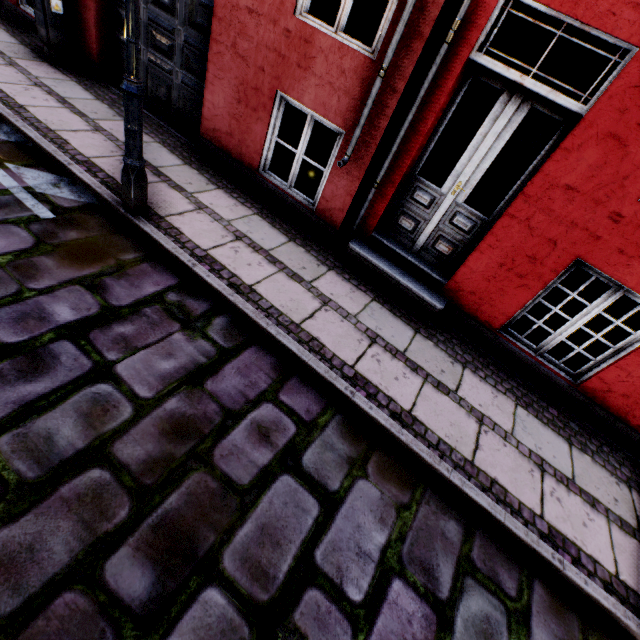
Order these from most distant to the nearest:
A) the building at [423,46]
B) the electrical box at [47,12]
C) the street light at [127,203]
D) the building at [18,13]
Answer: the building at [18,13] < the electrical box at [47,12] < the building at [423,46] < the street light at [127,203]

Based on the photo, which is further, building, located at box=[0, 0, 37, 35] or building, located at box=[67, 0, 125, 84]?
building, located at box=[0, 0, 37, 35]

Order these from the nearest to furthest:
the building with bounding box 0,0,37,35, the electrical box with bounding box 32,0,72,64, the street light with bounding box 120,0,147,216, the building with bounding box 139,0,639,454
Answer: the street light with bounding box 120,0,147,216
the building with bounding box 139,0,639,454
the electrical box with bounding box 32,0,72,64
the building with bounding box 0,0,37,35

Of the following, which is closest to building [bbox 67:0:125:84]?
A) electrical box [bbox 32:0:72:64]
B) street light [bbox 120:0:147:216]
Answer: electrical box [bbox 32:0:72:64]

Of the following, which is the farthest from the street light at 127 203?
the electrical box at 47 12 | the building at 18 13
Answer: the electrical box at 47 12

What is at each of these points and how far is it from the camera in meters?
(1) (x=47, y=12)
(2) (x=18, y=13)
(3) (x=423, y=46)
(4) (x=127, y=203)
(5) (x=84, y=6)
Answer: (1) electrical box, 5.0
(2) building, 5.9
(3) building, 3.1
(4) street light, 3.3
(5) building, 5.1

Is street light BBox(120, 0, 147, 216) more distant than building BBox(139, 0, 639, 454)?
No
